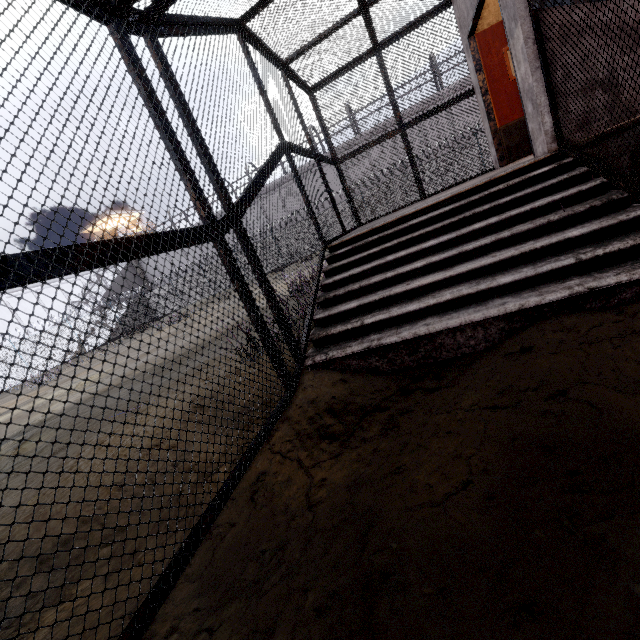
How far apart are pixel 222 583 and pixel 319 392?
1.4 meters

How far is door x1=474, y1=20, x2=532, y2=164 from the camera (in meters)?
5.38

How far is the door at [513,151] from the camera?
Result: 5.38m
